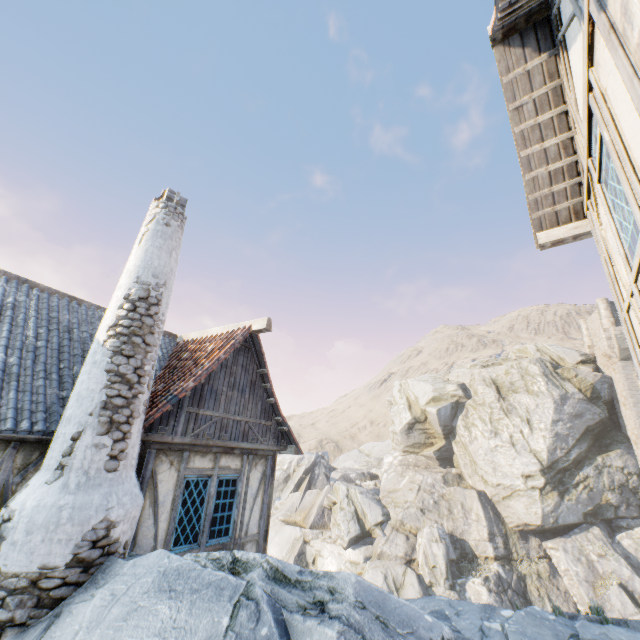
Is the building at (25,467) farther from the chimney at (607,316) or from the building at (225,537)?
the chimney at (607,316)

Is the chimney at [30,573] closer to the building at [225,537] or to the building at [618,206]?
the building at [225,537]

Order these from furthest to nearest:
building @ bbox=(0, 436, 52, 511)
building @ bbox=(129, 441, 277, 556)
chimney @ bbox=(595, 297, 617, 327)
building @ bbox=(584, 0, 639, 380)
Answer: chimney @ bbox=(595, 297, 617, 327) → building @ bbox=(129, 441, 277, 556) → building @ bbox=(0, 436, 52, 511) → building @ bbox=(584, 0, 639, 380)

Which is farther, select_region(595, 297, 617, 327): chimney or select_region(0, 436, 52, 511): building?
select_region(595, 297, 617, 327): chimney

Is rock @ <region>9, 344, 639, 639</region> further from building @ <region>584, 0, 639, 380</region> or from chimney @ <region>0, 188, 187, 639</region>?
building @ <region>584, 0, 639, 380</region>

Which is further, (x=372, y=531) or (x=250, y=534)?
(x=372, y=531)

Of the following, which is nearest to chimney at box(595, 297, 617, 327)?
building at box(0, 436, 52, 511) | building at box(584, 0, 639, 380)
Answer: building at box(584, 0, 639, 380)

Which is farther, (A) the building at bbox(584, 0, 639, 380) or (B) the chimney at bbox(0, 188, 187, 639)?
(B) the chimney at bbox(0, 188, 187, 639)
